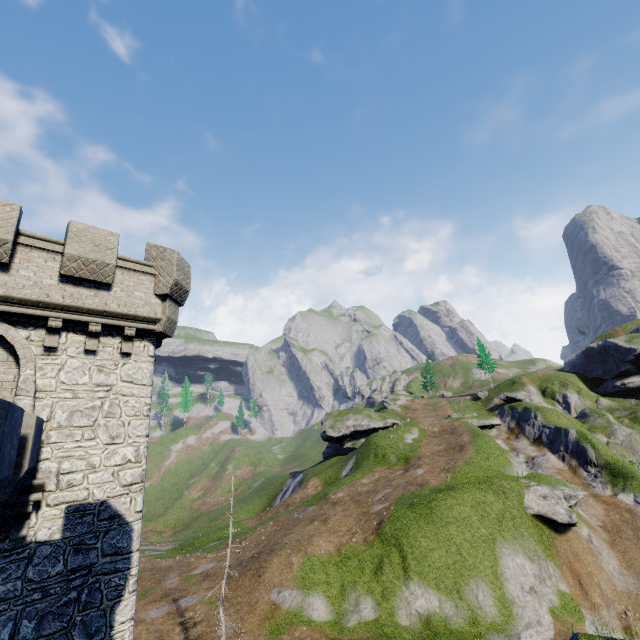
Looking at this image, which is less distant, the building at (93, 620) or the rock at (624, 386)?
the building at (93, 620)

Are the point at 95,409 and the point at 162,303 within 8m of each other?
yes

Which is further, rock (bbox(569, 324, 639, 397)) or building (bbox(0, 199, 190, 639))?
rock (bbox(569, 324, 639, 397))
